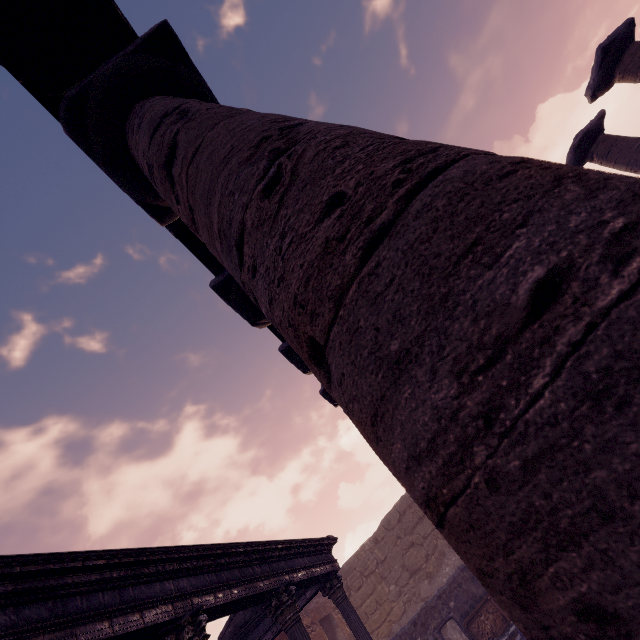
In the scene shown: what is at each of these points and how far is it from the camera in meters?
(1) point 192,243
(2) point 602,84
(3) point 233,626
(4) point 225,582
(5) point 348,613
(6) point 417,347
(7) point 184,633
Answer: (1) entablature, 4.3
(2) column, 8.1
(3) pediment, 8.9
(4) entablature, 5.1
(5) column, 8.1
(6) column, 0.7
(7) column, 4.0

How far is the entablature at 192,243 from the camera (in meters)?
A: 4.10

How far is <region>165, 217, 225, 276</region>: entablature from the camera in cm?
410

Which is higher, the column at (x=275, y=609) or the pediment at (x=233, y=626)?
the pediment at (x=233, y=626)

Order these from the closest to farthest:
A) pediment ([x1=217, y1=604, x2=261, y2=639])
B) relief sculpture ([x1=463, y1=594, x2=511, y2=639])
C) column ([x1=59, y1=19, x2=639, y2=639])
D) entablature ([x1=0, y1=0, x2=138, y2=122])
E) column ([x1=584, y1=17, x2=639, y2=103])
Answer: column ([x1=59, y1=19, x2=639, y2=639]) → entablature ([x1=0, y1=0, x2=138, y2=122]) → column ([x1=584, y1=17, x2=639, y2=103]) → pediment ([x1=217, y1=604, x2=261, y2=639]) → relief sculpture ([x1=463, y1=594, x2=511, y2=639])

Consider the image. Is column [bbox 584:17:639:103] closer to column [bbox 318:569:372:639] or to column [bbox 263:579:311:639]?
column [bbox 263:579:311:639]

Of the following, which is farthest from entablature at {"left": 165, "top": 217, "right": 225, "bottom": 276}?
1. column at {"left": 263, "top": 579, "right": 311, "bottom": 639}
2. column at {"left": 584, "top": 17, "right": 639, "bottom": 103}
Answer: column at {"left": 263, "top": 579, "right": 311, "bottom": 639}

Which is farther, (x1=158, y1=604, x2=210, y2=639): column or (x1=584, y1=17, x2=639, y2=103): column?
(x1=584, y1=17, x2=639, y2=103): column
